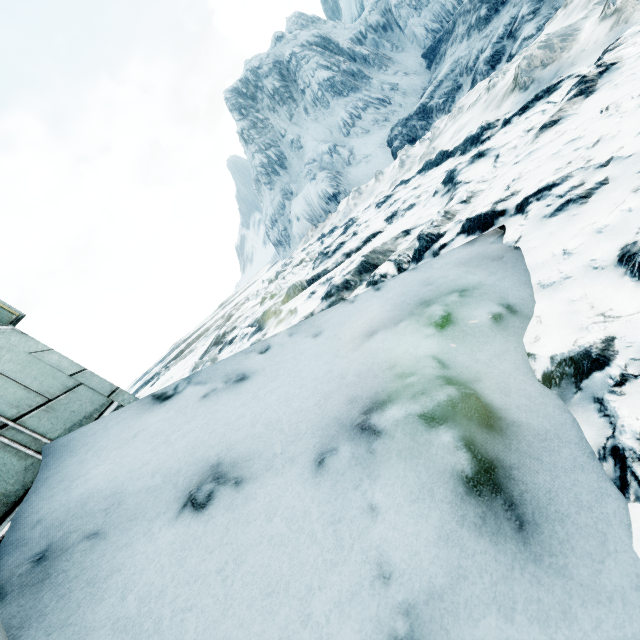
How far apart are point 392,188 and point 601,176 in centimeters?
885cm
